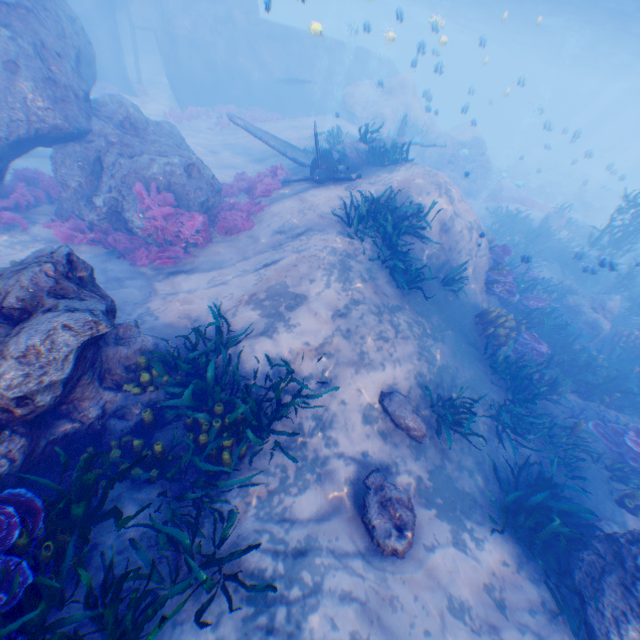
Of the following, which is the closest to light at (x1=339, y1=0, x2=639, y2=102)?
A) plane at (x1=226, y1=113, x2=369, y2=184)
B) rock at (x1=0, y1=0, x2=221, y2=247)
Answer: rock at (x1=0, y1=0, x2=221, y2=247)

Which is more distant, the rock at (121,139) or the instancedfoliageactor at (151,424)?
the rock at (121,139)

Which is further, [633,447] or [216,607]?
[633,447]

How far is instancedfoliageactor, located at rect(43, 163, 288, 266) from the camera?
9.2m

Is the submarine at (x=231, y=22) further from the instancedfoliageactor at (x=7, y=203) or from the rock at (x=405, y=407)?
the instancedfoliageactor at (x=7, y=203)

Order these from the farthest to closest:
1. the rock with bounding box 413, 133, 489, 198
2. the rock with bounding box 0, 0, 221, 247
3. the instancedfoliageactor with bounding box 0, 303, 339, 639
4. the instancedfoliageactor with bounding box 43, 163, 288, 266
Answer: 1. the rock with bounding box 413, 133, 489, 198
2. the instancedfoliageactor with bounding box 43, 163, 288, 266
3. the rock with bounding box 0, 0, 221, 247
4. the instancedfoliageactor with bounding box 0, 303, 339, 639

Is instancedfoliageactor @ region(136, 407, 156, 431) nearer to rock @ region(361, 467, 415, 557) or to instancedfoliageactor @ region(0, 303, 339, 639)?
rock @ region(361, 467, 415, 557)

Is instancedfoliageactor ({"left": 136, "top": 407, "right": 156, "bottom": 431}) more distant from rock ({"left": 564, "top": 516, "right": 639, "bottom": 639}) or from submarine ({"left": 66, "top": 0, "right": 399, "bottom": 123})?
submarine ({"left": 66, "top": 0, "right": 399, "bottom": 123})
